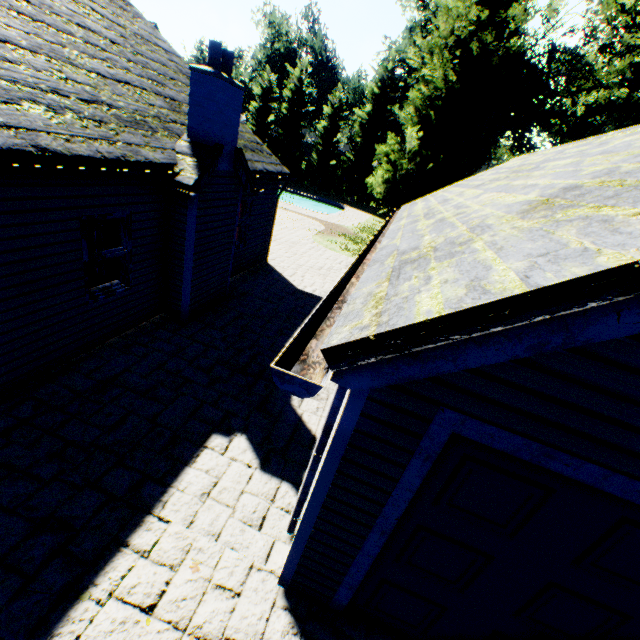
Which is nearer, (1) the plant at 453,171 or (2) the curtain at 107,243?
(2) the curtain at 107,243

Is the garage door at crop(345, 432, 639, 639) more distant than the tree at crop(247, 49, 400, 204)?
No

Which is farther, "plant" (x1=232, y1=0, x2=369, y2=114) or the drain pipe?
"plant" (x1=232, y1=0, x2=369, y2=114)

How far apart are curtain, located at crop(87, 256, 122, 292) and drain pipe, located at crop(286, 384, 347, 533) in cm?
511

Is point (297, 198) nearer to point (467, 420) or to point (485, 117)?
point (485, 117)

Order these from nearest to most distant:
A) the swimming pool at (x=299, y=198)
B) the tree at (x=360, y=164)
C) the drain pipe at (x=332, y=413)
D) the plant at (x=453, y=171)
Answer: the drain pipe at (x=332, y=413) → the plant at (x=453, y=171) → the swimming pool at (x=299, y=198) → the tree at (x=360, y=164)

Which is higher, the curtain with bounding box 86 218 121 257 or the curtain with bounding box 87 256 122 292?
the curtain with bounding box 86 218 121 257

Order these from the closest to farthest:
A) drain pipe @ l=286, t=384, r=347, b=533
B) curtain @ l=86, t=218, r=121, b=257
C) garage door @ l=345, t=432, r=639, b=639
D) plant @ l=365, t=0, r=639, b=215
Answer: garage door @ l=345, t=432, r=639, b=639, drain pipe @ l=286, t=384, r=347, b=533, curtain @ l=86, t=218, r=121, b=257, plant @ l=365, t=0, r=639, b=215
